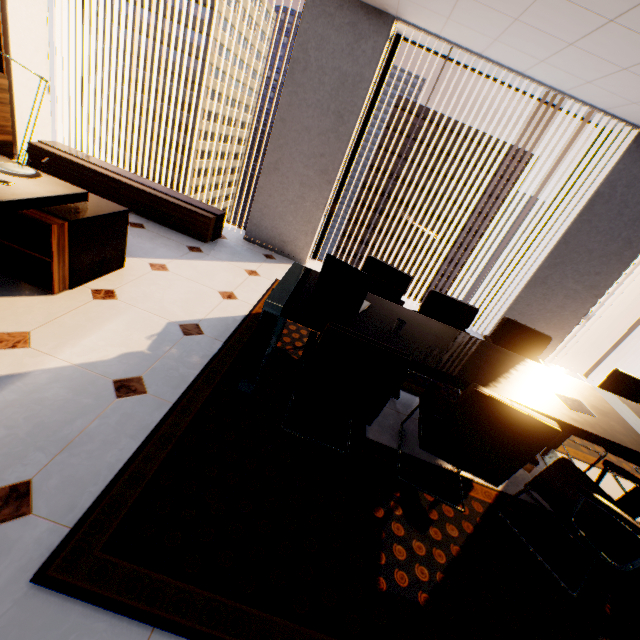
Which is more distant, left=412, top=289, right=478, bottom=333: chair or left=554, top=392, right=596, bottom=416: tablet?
left=412, top=289, right=478, bottom=333: chair

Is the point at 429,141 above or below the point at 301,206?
above

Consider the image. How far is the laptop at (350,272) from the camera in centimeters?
205cm

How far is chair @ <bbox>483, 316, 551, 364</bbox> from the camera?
3.0m

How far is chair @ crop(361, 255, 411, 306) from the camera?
3.1 meters

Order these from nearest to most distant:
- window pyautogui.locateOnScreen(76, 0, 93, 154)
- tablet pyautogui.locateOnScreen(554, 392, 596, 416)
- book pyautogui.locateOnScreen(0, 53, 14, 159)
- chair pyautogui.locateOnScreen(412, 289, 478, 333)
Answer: tablet pyautogui.locateOnScreen(554, 392, 596, 416) < chair pyautogui.locateOnScreen(412, 289, 478, 333) < book pyautogui.locateOnScreen(0, 53, 14, 159) < window pyautogui.locateOnScreen(76, 0, 93, 154)

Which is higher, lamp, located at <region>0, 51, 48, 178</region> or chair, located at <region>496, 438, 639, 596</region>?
lamp, located at <region>0, 51, 48, 178</region>

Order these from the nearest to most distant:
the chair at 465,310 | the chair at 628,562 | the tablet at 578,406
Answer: the chair at 628,562 < the tablet at 578,406 < the chair at 465,310
